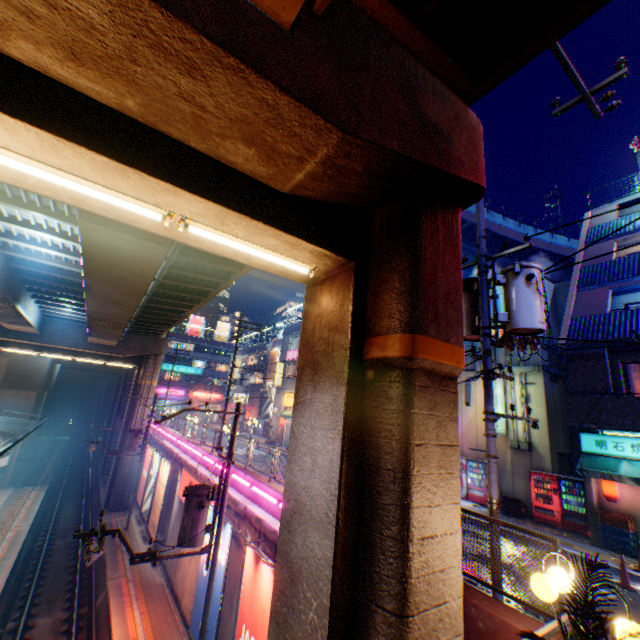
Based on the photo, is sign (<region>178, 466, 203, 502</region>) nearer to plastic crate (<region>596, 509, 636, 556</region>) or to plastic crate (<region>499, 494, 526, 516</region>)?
plastic crate (<region>499, 494, 526, 516</region>)

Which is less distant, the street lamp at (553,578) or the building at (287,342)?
the street lamp at (553,578)

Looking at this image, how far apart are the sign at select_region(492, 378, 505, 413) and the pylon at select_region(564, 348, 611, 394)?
3.9 meters

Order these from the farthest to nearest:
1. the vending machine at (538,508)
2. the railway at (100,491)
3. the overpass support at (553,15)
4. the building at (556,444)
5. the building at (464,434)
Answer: the railway at (100,491)
the building at (464,434)
the building at (556,444)
the vending machine at (538,508)
the overpass support at (553,15)

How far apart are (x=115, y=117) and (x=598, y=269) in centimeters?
1954cm

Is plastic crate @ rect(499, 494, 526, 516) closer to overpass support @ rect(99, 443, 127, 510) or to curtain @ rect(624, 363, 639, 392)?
curtain @ rect(624, 363, 639, 392)

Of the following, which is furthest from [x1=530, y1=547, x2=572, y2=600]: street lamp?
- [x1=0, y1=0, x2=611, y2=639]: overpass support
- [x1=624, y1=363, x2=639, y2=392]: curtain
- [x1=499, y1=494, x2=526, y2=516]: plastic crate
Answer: [x1=499, y1=494, x2=526, y2=516]: plastic crate

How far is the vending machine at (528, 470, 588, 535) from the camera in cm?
1323
